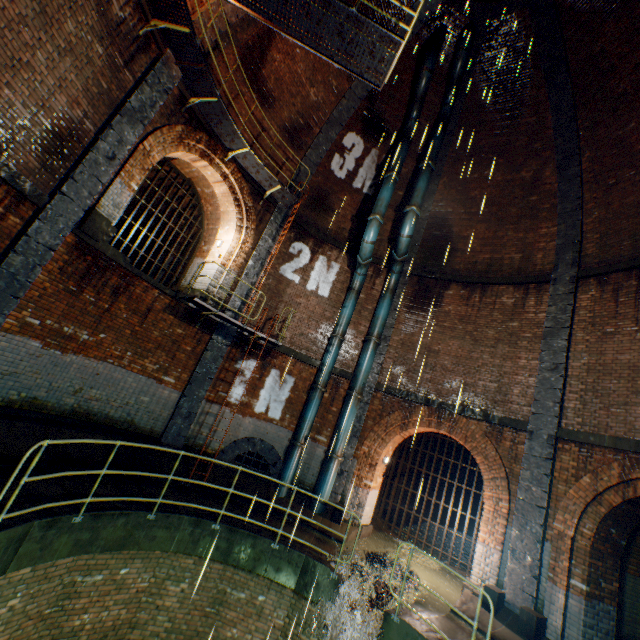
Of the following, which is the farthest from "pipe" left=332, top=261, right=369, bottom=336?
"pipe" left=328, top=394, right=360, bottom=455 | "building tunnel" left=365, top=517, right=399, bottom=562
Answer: "building tunnel" left=365, top=517, right=399, bottom=562

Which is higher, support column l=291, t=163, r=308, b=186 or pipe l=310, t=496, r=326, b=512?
support column l=291, t=163, r=308, b=186

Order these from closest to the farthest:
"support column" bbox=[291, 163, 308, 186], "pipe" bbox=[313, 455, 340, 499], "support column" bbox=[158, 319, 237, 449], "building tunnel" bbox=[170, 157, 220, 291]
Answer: "support column" bbox=[158, 319, 237, 449]
"pipe" bbox=[313, 455, 340, 499]
"building tunnel" bbox=[170, 157, 220, 291]
"support column" bbox=[291, 163, 308, 186]

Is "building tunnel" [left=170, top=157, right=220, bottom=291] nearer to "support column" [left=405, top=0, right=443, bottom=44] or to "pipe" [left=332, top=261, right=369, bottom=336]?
"support column" [left=405, top=0, right=443, bottom=44]

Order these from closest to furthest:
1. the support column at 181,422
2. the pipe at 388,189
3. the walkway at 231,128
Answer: the walkway at 231,128, the support column at 181,422, the pipe at 388,189

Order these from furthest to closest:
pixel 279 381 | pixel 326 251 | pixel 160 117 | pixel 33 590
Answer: pixel 326 251
pixel 279 381
pixel 160 117
pixel 33 590

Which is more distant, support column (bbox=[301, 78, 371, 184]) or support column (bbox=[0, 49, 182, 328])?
support column (bbox=[301, 78, 371, 184])

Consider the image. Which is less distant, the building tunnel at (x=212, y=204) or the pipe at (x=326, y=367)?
the pipe at (x=326, y=367)
